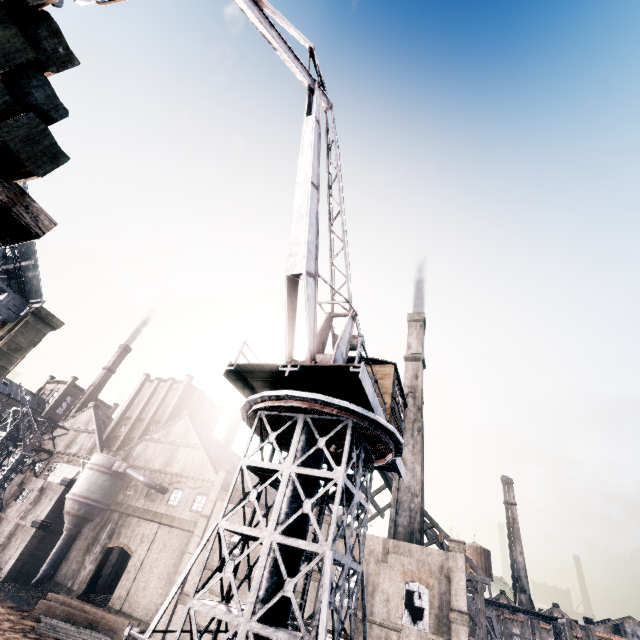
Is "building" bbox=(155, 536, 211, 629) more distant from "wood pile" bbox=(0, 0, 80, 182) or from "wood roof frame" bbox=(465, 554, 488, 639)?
"wood pile" bbox=(0, 0, 80, 182)

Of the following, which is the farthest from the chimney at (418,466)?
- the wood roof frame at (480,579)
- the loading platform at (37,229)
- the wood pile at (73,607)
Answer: the loading platform at (37,229)

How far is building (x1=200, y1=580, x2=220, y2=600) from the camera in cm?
3036

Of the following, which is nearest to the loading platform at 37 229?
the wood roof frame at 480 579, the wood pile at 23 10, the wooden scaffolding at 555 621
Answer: the wood pile at 23 10

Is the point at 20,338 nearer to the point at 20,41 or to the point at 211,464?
the point at 20,41

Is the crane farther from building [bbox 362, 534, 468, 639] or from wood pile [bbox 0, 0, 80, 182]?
building [bbox 362, 534, 468, 639]

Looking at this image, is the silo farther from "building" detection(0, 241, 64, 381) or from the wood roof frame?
the wood roof frame
